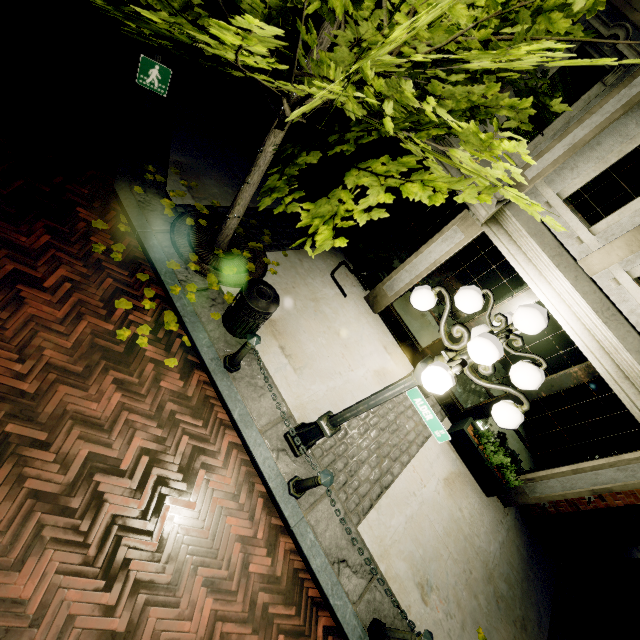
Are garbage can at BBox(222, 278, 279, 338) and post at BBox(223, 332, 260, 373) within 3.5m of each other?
yes

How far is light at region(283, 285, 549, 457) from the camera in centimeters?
240cm

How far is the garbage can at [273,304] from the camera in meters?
4.6

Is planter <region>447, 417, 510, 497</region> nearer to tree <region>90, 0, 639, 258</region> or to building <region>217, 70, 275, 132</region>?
building <region>217, 70, 275, 132</region>

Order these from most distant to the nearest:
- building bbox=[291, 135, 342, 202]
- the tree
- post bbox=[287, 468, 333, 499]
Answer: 1. building bbox=[291, 135, 342, 202]
2. post bbox=[287, 468, 333, 499]
3. the tree

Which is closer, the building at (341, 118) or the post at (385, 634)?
the post at (385, 634)

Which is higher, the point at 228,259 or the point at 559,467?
the point at 559,467

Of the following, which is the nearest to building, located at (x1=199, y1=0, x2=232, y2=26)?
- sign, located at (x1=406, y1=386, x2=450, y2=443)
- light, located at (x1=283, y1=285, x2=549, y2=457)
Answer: light, located at (x1=283, y1=285, x2=549, y2=457)
